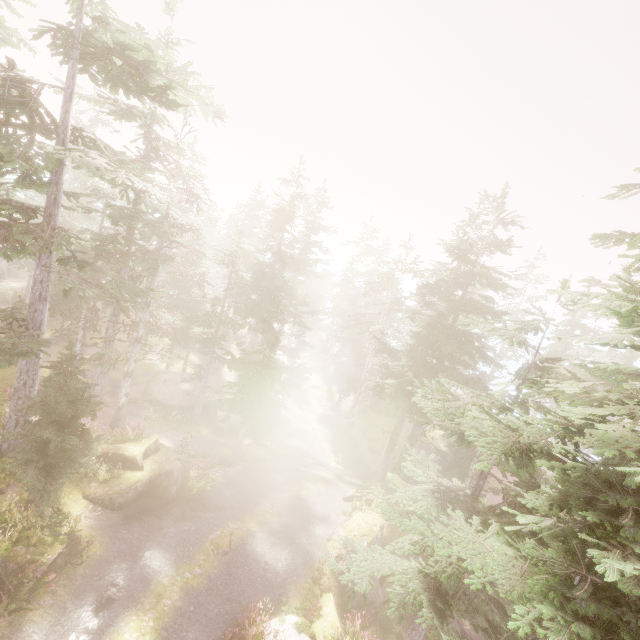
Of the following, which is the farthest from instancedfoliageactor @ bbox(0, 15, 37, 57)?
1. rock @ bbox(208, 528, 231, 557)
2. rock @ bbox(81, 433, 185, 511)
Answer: rock @ bbox(208, 528, 231, 557)

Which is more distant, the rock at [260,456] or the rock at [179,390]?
the rock at [179,390]

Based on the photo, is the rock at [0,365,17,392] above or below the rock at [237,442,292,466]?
above

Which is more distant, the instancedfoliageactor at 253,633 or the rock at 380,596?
the rock at 380,596

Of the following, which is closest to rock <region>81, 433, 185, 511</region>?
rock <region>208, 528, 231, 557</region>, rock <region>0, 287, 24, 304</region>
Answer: rock <region>208, 528, 231, 557</region>

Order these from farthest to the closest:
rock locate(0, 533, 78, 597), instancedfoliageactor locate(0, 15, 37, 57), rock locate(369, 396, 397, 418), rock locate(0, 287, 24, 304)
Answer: rock locate(369, 396, 397, 418), rock locate(0, 287, 24, 304), instancedfoliageactor locate(0, 15, 37, 57), rock locate(0, 533, 78, 597)

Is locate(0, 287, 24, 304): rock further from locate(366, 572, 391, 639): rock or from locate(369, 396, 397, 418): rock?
locate(369, 396, 397, 418): rock

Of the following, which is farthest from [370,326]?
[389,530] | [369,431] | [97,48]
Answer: [97,48]
